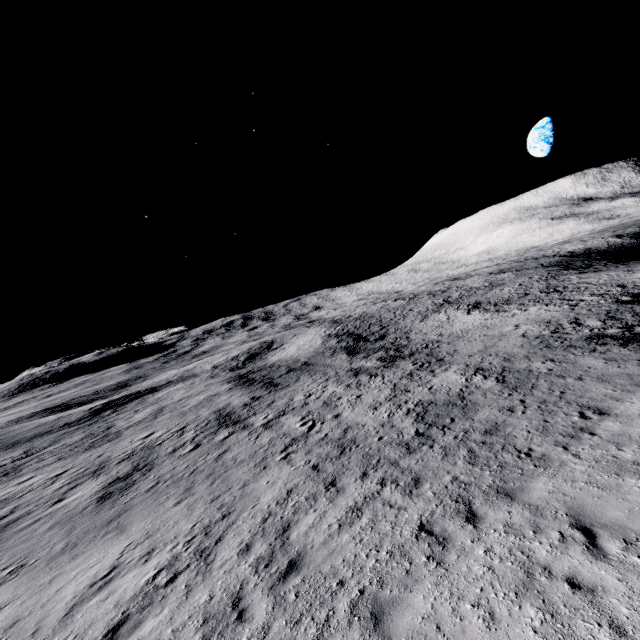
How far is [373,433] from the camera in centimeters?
1416cm
